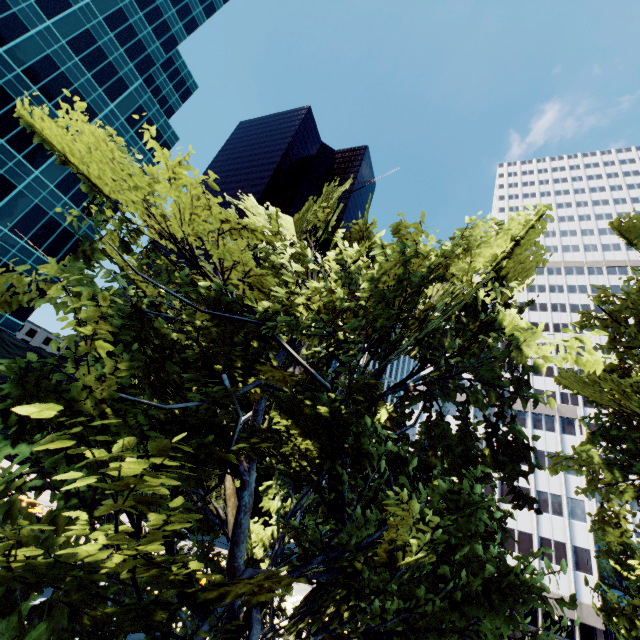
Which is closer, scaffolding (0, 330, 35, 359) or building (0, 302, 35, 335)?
scaffolding (0, 330, 35, 359)

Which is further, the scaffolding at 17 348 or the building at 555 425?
the building at 555 425

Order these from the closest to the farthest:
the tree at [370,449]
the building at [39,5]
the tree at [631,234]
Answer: the tree at [370,449]
the tree at [631,234]
the building at [39,5]

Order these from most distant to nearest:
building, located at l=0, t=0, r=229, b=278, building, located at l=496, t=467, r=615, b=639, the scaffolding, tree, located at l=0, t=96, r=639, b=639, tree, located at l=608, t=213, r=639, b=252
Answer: building, located at l=496, t=467, r=615, b=639, building, located at l=0, t=0, r=229, b=278, the scaffolding, tree, located at l=608, t=213, r=639, b=252, tree, located at l=0, t=96, r=639, b=639

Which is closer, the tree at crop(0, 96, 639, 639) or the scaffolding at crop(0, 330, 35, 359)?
the tree at crop(0, 96, 639, 639)

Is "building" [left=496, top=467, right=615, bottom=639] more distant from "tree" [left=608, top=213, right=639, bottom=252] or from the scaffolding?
the scaffolding

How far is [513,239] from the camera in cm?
995

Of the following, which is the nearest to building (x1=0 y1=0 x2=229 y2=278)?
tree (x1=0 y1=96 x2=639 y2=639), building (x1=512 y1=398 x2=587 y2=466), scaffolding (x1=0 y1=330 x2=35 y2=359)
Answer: scaffolding (x1=0 y1=330 x2=35 y2=359)
